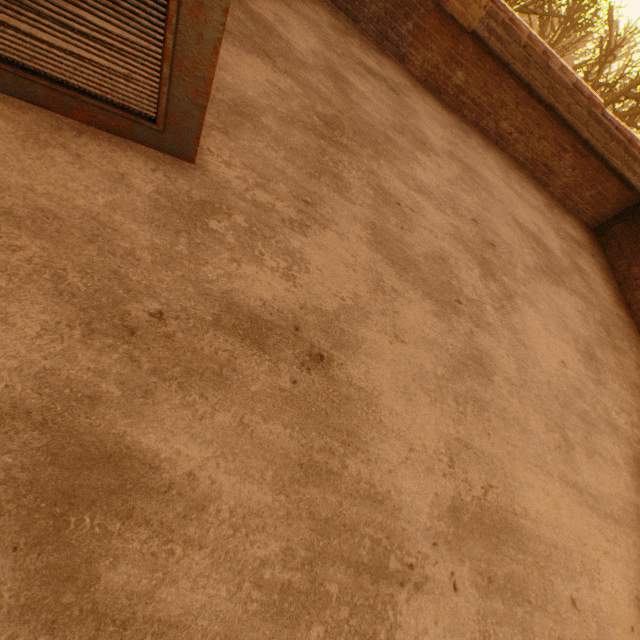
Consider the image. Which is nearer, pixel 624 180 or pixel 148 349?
pixel 148 349

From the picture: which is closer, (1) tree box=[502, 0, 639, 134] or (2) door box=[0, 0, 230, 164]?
(2) door box=[0, 0, 230, 164]

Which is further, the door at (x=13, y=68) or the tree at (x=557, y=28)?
the tree at (x=557, y=28)
